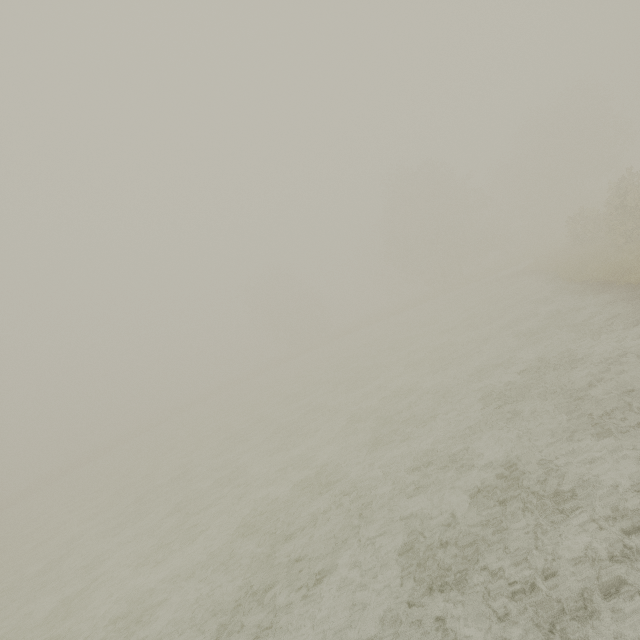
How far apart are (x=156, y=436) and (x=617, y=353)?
44.9m
